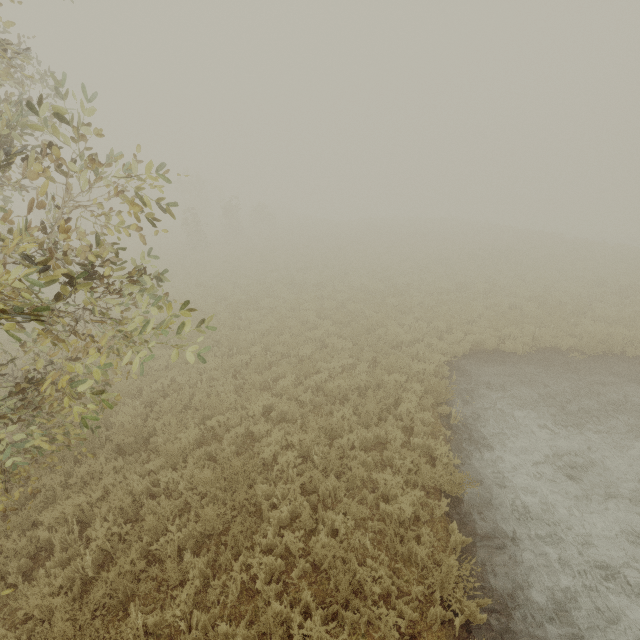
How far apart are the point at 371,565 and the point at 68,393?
5.6m
